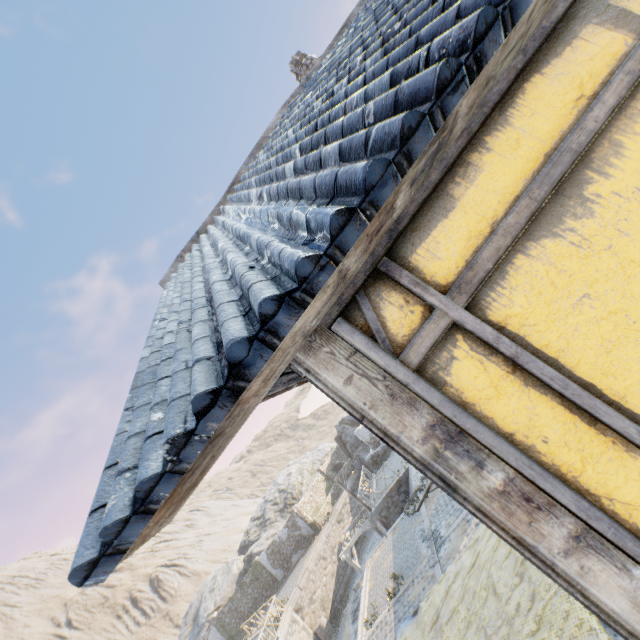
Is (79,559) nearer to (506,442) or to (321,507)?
(506,442)

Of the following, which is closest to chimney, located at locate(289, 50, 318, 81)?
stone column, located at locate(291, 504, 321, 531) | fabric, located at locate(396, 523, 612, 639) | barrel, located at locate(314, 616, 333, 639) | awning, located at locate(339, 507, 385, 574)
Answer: fabric, located at locate(396, 523, 612, 639)

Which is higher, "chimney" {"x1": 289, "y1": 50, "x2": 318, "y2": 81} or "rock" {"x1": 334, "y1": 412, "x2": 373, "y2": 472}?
"chimney" {"x1": 289, "y1": 50, "x2": 318, "y2": 81}

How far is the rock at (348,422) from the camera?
34.7m

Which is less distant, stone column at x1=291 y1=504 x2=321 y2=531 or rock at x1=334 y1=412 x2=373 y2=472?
stone column at x1=291 y1=504 x2=321 y2=531

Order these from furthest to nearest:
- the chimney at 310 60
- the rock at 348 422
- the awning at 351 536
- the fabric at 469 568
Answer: the rock at 348 422
the awning at 351 536
the chimney at 310 60
the fabric at 469 568

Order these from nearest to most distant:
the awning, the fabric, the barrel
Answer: the fabric, the awning, the barrel

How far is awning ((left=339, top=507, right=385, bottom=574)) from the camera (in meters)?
20.61
